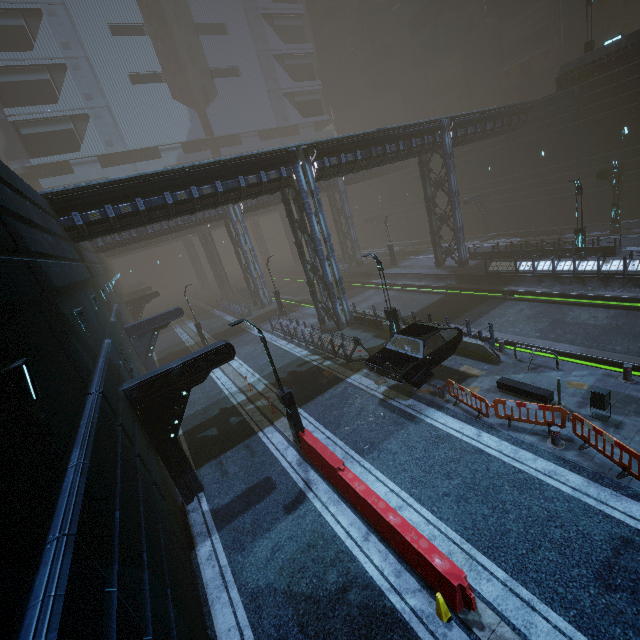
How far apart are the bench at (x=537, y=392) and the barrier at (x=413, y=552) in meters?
6.6

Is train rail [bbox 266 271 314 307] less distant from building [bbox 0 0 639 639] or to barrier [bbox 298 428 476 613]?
building [bbox 0 0 639 639]

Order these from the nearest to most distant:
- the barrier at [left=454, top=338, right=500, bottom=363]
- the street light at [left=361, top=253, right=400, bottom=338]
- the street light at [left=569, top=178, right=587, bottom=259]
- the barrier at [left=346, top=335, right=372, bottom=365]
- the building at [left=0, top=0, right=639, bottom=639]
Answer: the building at [left=0, top=0, right=639, bottom=639] → the barrier at [left=454, top=338, right=500, bottom=363] → the street light at [left=361, top=253, right=400, bottom=338] → the barrier at [left=346, top=335, right=372, bottom=365] → the street light at [left=569, top=178, right=587, bottom=259]

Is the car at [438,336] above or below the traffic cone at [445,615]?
above

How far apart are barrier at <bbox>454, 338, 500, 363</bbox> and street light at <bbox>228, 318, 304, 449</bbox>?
8.24m

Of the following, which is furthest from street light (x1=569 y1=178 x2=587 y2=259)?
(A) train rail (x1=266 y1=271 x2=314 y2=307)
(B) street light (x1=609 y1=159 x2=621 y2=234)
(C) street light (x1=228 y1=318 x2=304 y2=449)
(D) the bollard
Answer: (C) street light (x1=228 y1=318 x2=304 y2=449)

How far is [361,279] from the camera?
36.91m

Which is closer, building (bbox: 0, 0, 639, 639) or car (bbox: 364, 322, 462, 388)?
building (bbox: 0, 0, 639, 639)
